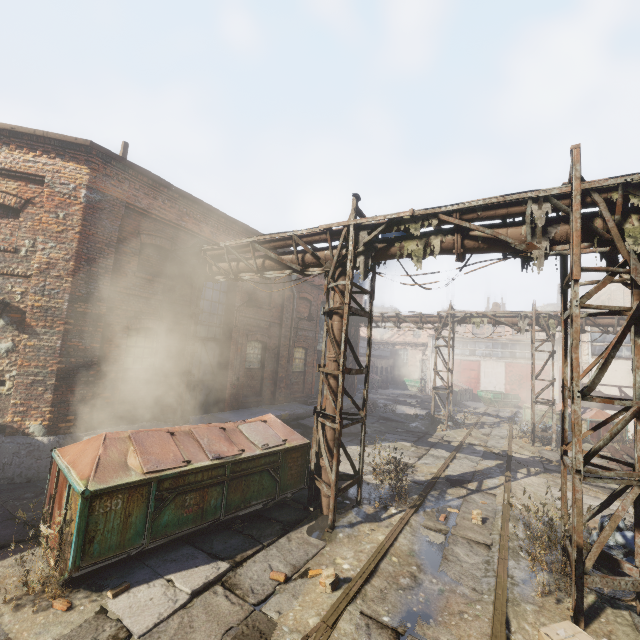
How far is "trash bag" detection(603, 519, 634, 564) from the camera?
5.7 meters

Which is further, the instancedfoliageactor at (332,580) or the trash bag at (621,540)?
the trash bag at (621,540)

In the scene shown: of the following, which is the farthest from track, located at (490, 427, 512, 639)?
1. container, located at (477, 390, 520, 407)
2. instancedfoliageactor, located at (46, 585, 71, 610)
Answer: instancedfoliageactor, located at (46, 585, 71, 610)

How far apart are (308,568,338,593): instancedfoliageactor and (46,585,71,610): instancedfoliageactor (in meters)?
3.29

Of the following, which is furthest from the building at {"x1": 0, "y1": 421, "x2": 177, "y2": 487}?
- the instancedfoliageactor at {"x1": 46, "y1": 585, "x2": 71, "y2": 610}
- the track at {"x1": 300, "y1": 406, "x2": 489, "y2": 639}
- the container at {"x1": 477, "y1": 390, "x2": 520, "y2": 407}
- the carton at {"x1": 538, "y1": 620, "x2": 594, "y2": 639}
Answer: the container at {"x1": 477, "y1": 390, "x2": 520, "y2": 407}

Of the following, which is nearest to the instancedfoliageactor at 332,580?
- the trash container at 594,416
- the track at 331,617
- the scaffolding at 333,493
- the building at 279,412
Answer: the track at 331,617

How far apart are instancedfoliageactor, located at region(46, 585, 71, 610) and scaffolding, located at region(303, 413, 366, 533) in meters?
4.0 m

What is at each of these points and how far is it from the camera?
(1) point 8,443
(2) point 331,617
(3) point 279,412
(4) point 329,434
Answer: (1) building, 7.4m
(2) track, 4.2m
(3) building, 13.5m
(4) pipe, 7.2m
